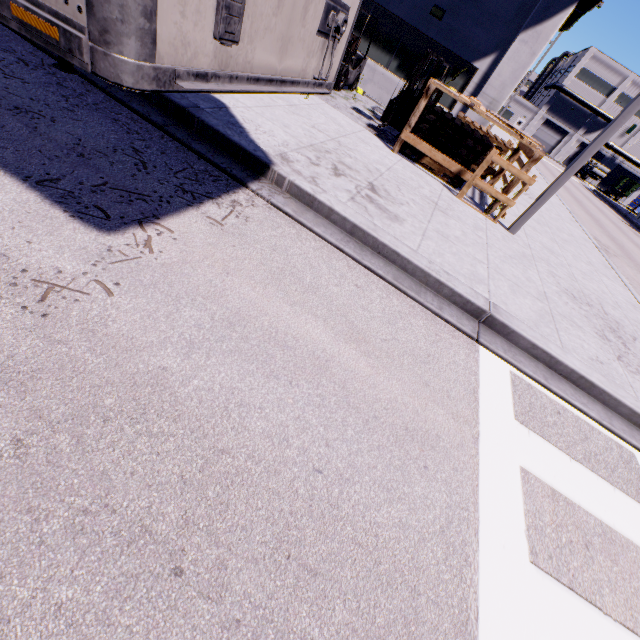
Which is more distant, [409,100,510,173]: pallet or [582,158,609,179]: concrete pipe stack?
[582,158,609,179]: concrete pipe stack

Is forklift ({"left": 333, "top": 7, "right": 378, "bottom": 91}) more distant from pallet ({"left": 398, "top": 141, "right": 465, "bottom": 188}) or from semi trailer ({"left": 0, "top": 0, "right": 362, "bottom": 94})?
semi trailer ({"left": 0, "top": 0, "right": 362, "bottom": 94})

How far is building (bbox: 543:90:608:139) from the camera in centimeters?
5828cm

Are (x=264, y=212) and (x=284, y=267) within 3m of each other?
yes

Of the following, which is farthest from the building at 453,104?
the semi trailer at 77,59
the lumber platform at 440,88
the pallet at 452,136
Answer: the lumber platform at 440,88

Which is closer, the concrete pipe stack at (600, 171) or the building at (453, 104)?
Result: the building at (453, 104)

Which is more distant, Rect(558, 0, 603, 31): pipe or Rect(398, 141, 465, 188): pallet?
Rect(558, 0, 603, 31): pipe

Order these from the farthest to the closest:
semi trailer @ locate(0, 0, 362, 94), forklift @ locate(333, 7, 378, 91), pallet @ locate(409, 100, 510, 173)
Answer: forklift @ locate(333, 7, 378, 91), pallet @ locate(409, 100, 510, 173), semi trailer @ locate(0, 0, 362, 94)
